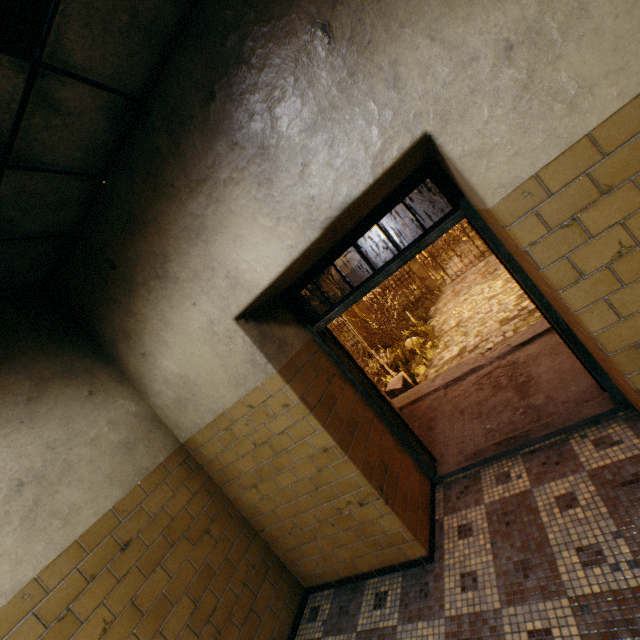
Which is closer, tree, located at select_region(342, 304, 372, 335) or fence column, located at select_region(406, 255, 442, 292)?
tree, located at select_region(342, 304, 372, 335)

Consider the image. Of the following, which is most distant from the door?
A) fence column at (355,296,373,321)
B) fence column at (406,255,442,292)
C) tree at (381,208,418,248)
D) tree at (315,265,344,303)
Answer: tree at (315,265,344,303)

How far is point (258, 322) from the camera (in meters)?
2.73

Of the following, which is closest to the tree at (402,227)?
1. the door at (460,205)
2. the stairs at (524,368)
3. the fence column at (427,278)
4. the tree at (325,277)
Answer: the fence column at (427,278)

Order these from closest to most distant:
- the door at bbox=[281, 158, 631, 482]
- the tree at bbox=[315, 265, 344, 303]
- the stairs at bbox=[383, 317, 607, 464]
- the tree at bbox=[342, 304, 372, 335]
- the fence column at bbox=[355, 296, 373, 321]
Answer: the door at bbox=[281, 158, 631, 482], the stairs at bbox=[383, 317, 607, 464], the tree at bbox=[315, 265, 344, 303], the tree at bbox=[342, 304, 372, 335], the fence column at bbox=[355, 296, 373, 321]

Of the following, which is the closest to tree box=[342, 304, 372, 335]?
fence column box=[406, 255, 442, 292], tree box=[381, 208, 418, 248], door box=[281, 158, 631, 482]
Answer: door box=[281, 158, 631, 482]

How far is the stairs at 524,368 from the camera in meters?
3.2 m

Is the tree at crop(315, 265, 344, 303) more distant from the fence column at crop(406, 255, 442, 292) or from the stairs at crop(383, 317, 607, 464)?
the fence column at crop(406, 255, 442, 292)
